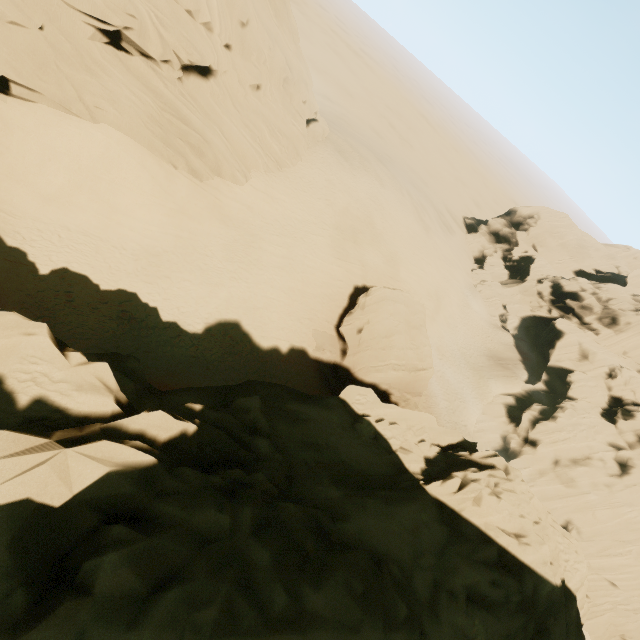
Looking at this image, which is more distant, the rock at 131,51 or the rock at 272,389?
the rock at 131,51

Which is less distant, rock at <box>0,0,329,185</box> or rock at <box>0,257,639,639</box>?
rock at <box>0,257,639,639</box>

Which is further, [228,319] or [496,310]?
[496,310]
